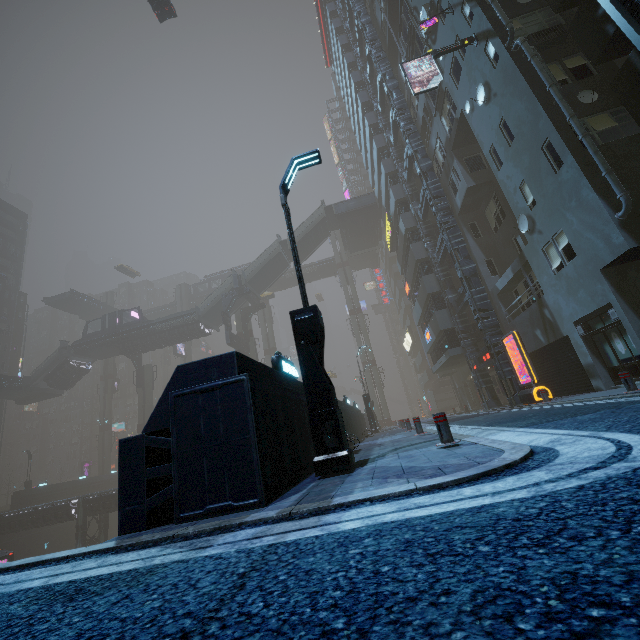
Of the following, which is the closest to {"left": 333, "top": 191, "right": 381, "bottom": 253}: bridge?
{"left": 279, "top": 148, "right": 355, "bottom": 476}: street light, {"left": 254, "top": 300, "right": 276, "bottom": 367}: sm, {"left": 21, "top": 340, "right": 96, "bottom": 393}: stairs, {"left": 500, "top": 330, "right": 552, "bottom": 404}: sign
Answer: {"left": 254, "top": 300, "right": 276, "bottom": 367}: sm

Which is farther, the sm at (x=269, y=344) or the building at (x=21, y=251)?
the sm at (x=269, y=344)

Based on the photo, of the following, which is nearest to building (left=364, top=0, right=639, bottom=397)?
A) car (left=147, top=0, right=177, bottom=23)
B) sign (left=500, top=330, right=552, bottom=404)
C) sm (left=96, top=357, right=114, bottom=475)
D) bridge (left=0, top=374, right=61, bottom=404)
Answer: sm (left=96, top=357, right=114, bottom=475)

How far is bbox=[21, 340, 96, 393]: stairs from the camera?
41.38m

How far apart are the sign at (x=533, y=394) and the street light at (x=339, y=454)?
12.2 meters

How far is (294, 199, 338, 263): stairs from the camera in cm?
4059

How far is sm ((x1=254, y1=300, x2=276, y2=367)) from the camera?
53.7 meters

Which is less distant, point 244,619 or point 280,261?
point 244,619
